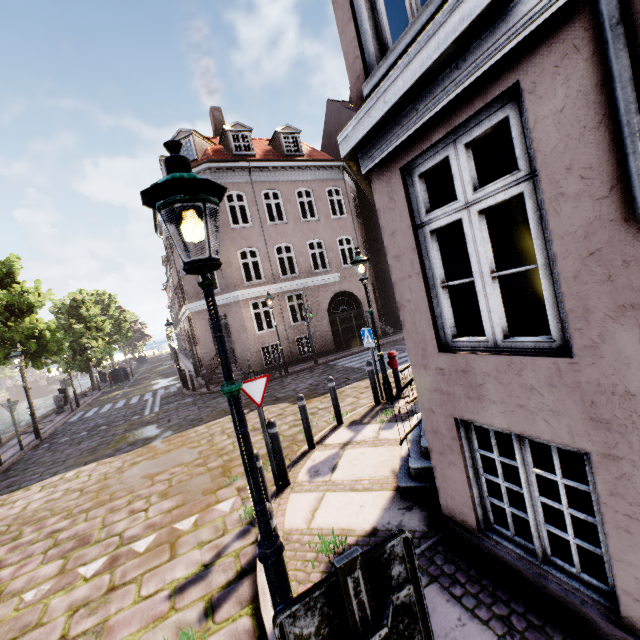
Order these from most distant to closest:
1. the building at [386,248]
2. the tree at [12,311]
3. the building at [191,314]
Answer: the building at [191,314] → the tree at [12,311] → the building at [386,248]

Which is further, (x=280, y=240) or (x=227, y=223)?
(x=280, y=240)

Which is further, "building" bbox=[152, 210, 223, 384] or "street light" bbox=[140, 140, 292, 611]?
"building" bbox=[152, 210, 223, 384]

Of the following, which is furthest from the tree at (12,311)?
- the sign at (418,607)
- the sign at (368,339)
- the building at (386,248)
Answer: the sign at (368,339)

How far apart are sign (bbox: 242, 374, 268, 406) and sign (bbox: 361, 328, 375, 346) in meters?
3.6

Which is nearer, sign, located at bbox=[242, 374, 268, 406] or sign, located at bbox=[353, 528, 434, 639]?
sign, located at bbox=[353, 528, 434, 639]

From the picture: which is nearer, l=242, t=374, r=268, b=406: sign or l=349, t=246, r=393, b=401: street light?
l=242, t=374, r=268, b=406: sign

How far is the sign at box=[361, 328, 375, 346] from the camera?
8.1m
